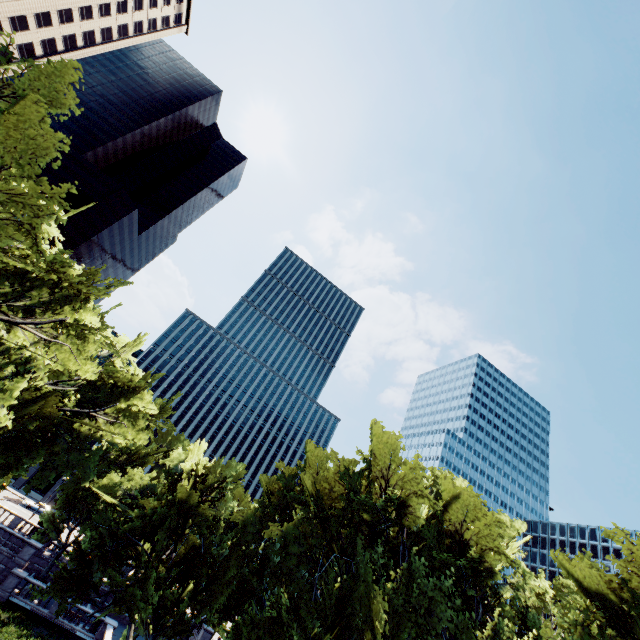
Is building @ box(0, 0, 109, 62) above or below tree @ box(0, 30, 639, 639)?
above

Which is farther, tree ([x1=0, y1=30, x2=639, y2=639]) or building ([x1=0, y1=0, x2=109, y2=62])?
building ([x1=0, y1=0, x2=109, y2=62])

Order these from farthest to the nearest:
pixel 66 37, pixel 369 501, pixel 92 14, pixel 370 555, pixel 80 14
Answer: pixel 92 14 → pixel 66 37 → pixel 80 14 → pixel 369 501 → pixel 370 555

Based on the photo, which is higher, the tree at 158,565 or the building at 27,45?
the building at 27,45

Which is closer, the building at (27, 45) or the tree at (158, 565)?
the tree at (158, 565)
